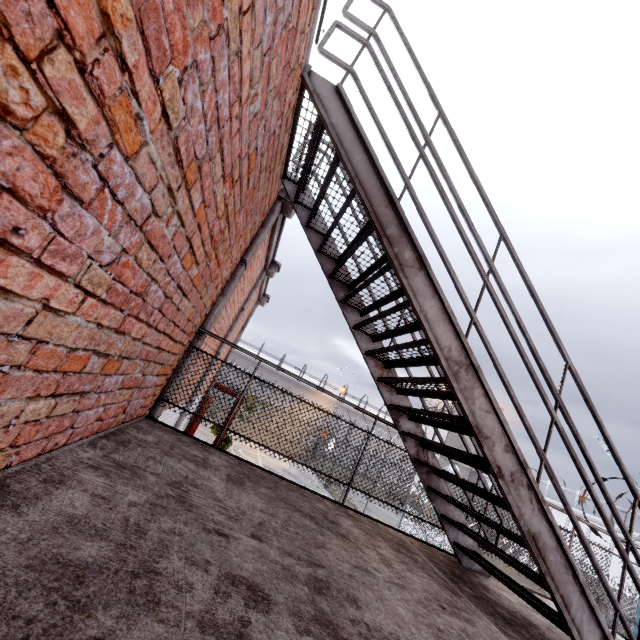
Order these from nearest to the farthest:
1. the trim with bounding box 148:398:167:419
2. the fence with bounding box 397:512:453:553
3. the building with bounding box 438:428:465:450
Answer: the trim with bounding box 148:398:167:419 → the fence with bounding box 397:512:453:553 → the building with bounding box 438:428:465:450

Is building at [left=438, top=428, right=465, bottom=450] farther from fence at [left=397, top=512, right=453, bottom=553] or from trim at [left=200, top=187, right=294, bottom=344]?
trim at [left=200, top=187, right=294, bottom=344]

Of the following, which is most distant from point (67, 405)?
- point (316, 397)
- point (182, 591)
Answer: point (316, 397)

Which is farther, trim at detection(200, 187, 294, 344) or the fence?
the fence

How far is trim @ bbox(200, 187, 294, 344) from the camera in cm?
374

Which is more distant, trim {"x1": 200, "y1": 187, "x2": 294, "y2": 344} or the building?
the building

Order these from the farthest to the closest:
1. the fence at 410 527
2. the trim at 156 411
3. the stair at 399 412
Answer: the fence at 410 527, the trim at 156 411, the stair at 399 412

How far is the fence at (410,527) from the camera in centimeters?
1262cm
